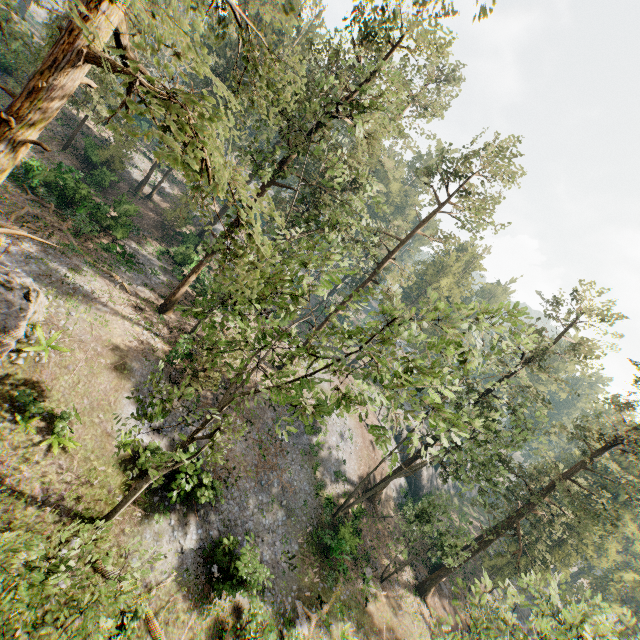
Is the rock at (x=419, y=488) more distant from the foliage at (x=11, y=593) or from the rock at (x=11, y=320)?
the rock at (x=11, y=320)

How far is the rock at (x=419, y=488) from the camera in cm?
4281

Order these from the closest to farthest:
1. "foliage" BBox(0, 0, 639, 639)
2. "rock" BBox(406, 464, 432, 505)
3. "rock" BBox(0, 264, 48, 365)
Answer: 1. "foliage" BBox(0, 0, 639, 639)
2. "rock" BBox(0, 264, 48, 365)
3. "rock" BBox(406, 464, 432, 505)

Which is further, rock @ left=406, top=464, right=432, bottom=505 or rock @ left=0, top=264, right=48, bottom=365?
rock @ left=406, top=464, right=432, bottom=505

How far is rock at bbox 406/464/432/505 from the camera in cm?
4281

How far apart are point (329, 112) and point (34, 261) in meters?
21.8 m

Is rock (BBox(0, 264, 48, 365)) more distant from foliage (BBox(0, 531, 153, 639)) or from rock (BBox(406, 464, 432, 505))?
rock (BBox(406, 464, 432, 505))
